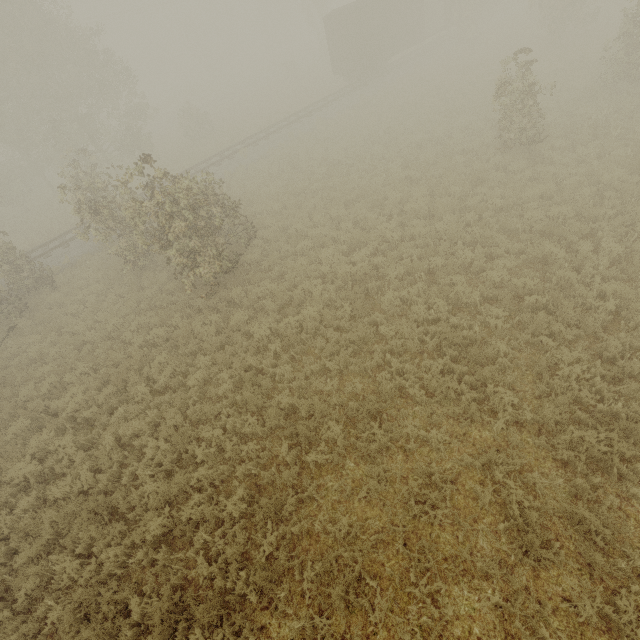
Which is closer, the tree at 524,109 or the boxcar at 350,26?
the tree at 524,109

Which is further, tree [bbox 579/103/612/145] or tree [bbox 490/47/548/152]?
tree [bbox 579/103/612/145]

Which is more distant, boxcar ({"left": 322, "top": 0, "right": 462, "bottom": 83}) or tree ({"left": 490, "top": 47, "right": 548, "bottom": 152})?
boxcar ({"left": 322, "top": 0, "right": 462, "bottom": 83})

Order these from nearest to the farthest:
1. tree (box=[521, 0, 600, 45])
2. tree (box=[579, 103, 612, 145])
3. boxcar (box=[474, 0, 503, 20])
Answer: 1. tree (box=[579, 103, 612, 145])
2. tree (box=[521, 0, 600, 45])
3. boxcar (box=[474, 0, 503, 20])

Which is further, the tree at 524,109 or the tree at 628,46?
the tree at 628,46

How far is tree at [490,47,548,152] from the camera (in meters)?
11.45

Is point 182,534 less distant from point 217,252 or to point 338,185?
point 217,252
